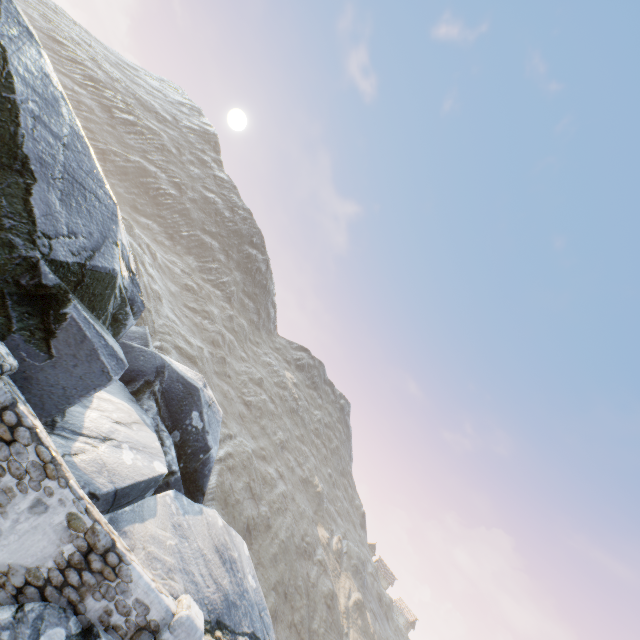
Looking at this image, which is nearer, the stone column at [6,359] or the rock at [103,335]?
the stone column at [6,359]

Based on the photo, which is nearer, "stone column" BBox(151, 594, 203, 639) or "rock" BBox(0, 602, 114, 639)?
"rock" BBox(0, 602, 114, 639)

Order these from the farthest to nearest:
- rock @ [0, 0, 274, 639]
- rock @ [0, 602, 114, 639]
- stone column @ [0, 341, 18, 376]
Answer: rock @ [0, 0, 274, 639] → stone column @ [0, 341, 18, 376] → rock @ [0, 602, 114, 639]

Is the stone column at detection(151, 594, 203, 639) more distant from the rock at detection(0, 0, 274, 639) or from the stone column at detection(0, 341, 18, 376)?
the stone column at detection(0, 341, 18, 376)

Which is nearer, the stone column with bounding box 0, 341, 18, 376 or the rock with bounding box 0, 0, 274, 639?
the stone column with bounding box 0, 341, 18, 376

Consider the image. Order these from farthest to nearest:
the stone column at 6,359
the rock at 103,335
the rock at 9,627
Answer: the rock at 103,335, the stone column at 6,359, the rock at 9,627

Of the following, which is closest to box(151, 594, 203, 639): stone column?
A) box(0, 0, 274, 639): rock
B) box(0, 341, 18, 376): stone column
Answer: box(0, 0, 274, 639): rock

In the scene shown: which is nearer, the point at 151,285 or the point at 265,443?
the point at 151,285
